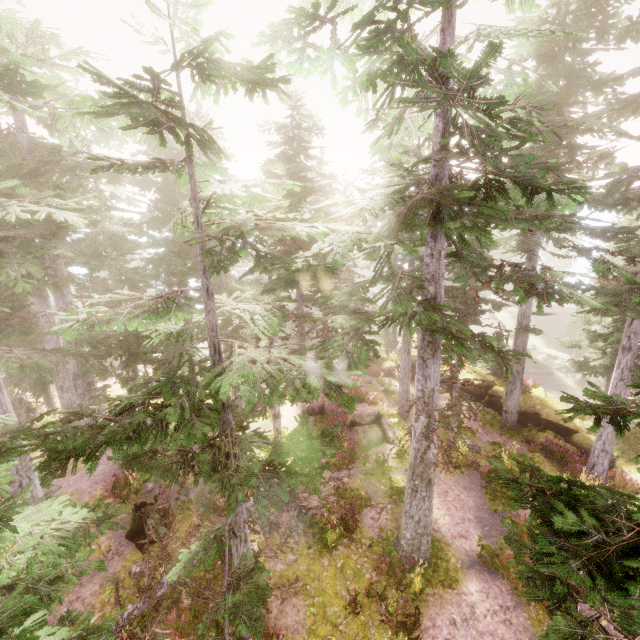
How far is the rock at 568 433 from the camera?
17.8 meters

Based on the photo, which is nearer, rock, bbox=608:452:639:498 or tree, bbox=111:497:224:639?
tree, bbox=111:497:224:639

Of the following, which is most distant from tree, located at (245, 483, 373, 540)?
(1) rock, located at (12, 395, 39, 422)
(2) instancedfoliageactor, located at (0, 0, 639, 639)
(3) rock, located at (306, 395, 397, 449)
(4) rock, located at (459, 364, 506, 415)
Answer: (1) rock, located at (12, 395, 39, 422)

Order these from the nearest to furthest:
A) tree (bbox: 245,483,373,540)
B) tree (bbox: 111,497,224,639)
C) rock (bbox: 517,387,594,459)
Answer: tree (bbox: 111,497,224,639)
tree (bbox: 245,483,373,540)
rock (bbox: 517,387,594,459)

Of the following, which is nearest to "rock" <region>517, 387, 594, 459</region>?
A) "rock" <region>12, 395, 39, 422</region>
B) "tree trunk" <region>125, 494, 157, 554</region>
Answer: "tree trunk" <region>125, 494, 157, 554</region>

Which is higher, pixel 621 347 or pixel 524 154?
pixel 524 154

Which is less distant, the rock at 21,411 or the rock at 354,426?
the rock at 354,426

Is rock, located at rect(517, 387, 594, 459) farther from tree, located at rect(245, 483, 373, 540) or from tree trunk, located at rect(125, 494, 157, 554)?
tree trunk, located at rect(125, 494, 157, 554)
